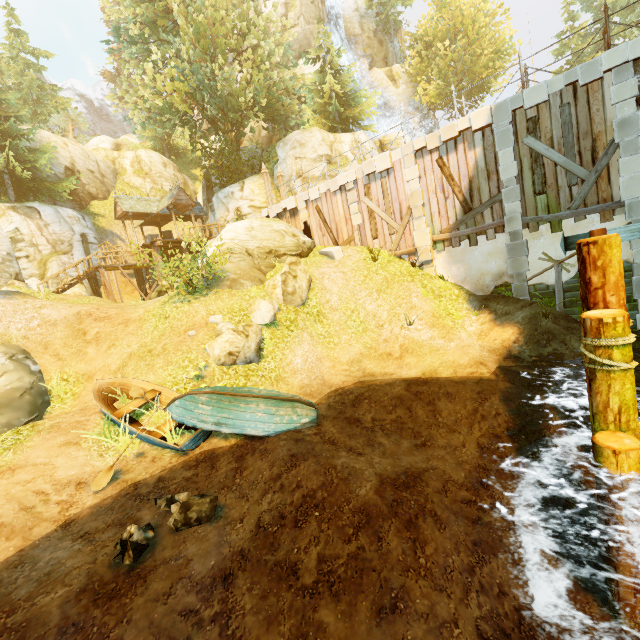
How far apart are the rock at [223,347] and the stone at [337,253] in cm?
436

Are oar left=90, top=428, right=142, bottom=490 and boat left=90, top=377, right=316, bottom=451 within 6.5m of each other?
yes

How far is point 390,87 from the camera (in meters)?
35.06

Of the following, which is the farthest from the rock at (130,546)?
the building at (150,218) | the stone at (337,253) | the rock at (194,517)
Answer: the building at (150,218)

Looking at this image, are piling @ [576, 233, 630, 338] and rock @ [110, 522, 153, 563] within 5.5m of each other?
no

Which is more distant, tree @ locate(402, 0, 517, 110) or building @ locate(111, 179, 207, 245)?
tree @ locate(402, 0, 517, 110)

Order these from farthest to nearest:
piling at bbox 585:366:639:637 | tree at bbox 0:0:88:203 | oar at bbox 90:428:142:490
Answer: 1. tree at bbox 0:0:88:203
2. oar at bbox 90:428:142:490
3. piling at bbox 585:366:639:637

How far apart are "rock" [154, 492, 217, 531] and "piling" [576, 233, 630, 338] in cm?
624
